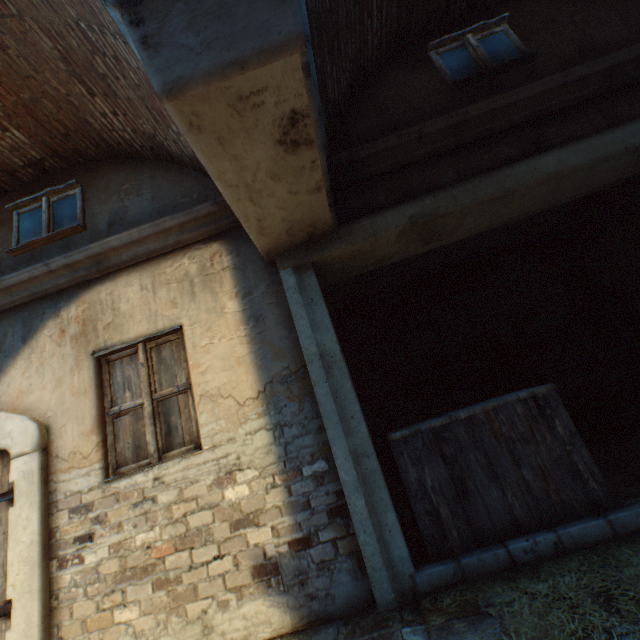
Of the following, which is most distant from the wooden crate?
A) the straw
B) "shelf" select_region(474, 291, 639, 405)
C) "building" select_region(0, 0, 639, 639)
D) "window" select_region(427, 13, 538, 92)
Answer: "building" select_region(0, 0, 639, 639)

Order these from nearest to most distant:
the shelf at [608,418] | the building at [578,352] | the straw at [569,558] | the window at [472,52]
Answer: the straw at [569,558] < the window at [472,52] < the shelf at [608,418] < the building at [578,352]

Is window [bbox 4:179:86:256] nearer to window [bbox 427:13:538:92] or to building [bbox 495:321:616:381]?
building [bbox 495:321:616:381]

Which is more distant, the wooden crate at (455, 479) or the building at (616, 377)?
the building at (616, 377)

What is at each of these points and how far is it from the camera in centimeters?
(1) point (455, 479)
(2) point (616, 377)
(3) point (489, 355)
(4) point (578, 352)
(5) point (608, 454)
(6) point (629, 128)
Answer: (1) wooden crate, 267cm
(2) building, 492cm
(3) shelf, 494cm
(4) building, 511cm
(5) building, 375cm
(6) building, 320cm

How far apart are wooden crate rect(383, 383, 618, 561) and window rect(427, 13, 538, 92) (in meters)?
3.44

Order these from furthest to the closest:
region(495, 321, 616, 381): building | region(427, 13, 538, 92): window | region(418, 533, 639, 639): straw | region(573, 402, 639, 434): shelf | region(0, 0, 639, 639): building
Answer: region(495, 321, 616, 381): building
region(573, 402, 639, 434): shelf
region(427, 13, 538, 92): window
region(0, 0, 639, 639): building
region(418, 533, 639, 639): straw

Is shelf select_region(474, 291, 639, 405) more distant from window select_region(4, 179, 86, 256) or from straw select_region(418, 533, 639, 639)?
window select_region(4, 179, 86, 256)
